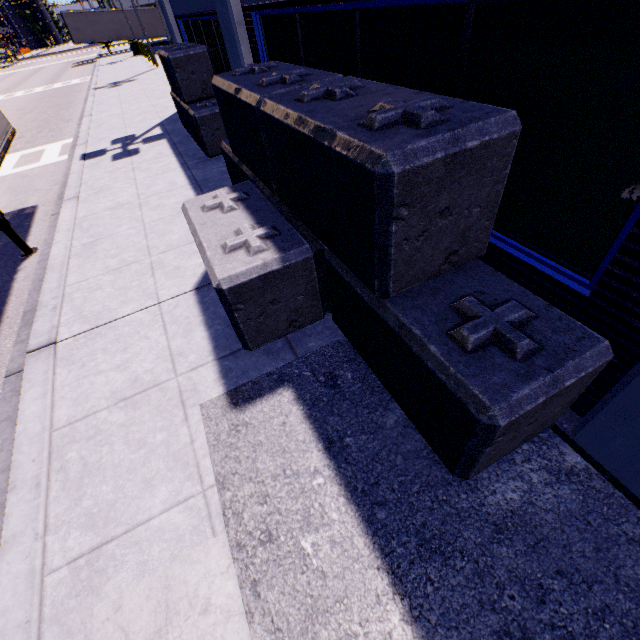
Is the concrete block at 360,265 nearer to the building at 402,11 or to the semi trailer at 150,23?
the building at 402,11

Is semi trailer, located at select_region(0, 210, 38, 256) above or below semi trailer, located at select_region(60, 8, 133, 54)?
below

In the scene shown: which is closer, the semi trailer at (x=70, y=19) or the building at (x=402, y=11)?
the building at (x=402, y=11)

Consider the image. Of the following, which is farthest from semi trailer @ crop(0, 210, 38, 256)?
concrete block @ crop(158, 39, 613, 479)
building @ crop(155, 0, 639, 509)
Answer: concrete block @ crop(158, 39, 613, 479)

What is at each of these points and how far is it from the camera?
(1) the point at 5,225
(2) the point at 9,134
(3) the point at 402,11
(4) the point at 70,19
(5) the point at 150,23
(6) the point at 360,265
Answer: (1) semi trailer, 5.70m
(2) semi trailer, 6.96m
(3) building, 2.69m
(4) semi trailer, 36.00m
(5) semi trailer, 38.91m
(6) concrete block, 2.27m

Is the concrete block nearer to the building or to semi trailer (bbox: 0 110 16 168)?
the building
